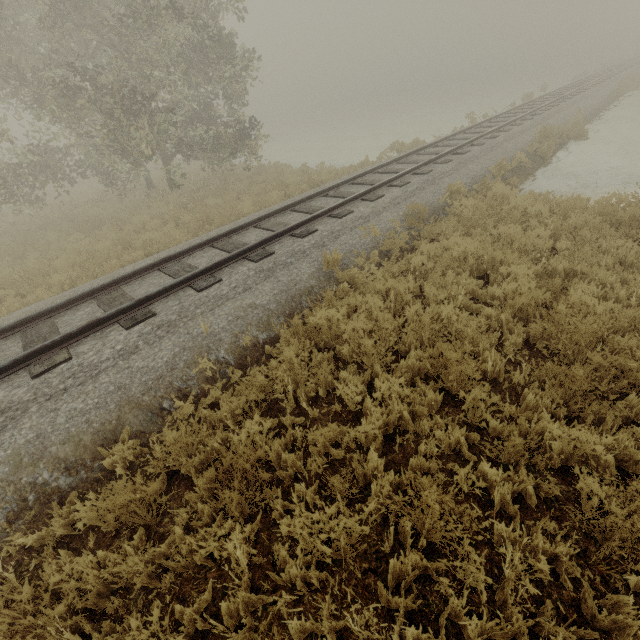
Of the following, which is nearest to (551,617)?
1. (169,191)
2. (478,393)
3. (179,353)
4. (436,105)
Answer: (478,393)
